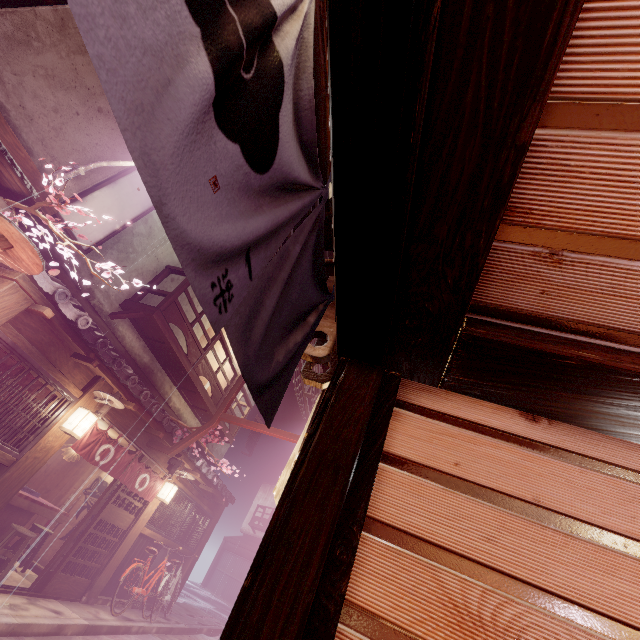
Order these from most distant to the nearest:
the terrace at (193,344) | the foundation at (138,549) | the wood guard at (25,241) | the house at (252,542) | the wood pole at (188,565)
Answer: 1. the house at (252,542)
2. the wood pole at (188,565)
3. the foundation at (138,549)
4. the terrace at (193,344)
5. the wood guard at (25,241)

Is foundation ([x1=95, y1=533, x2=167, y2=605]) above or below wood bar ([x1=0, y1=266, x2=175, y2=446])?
below

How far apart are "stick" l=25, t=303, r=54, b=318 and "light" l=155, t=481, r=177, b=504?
10.5m

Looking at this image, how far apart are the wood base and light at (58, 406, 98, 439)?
9.7 meters

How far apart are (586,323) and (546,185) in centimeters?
129cm

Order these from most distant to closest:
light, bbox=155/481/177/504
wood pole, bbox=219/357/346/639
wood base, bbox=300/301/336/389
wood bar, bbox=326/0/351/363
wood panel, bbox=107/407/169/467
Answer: Result: light, bbox=155/481/177/504, wood panel, bbox=107/407/169/467, wood base, bbox=300/301/336/389, wood pole, bbox=219/357/346/639, wood bar, bbox=326/0/351/363

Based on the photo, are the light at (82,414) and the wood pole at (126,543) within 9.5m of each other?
yes

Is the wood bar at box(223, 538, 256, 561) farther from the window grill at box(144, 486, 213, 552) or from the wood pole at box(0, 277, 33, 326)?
the wood pole at box(0, 277, 33, 326)
